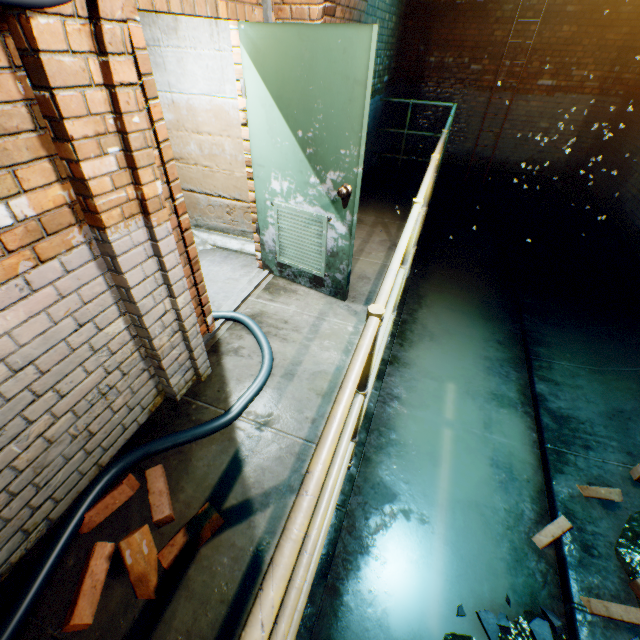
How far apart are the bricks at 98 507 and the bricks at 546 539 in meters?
2.5 m

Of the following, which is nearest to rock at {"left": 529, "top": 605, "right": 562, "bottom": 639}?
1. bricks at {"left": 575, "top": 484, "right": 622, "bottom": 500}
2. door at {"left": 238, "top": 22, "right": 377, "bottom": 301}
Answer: bricks at {"left": 575, "top": 484, "right": 622, "bottom": 500}

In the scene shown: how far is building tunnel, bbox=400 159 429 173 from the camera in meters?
8.4

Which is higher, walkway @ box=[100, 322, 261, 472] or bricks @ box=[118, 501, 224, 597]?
bricks @ box=[118, 501, 224, 597]

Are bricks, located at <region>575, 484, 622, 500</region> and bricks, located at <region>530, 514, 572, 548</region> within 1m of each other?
yes

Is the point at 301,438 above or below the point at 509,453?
above

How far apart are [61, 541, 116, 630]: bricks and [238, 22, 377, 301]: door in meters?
2.1 m

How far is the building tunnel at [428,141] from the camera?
→ 8.1 meters
